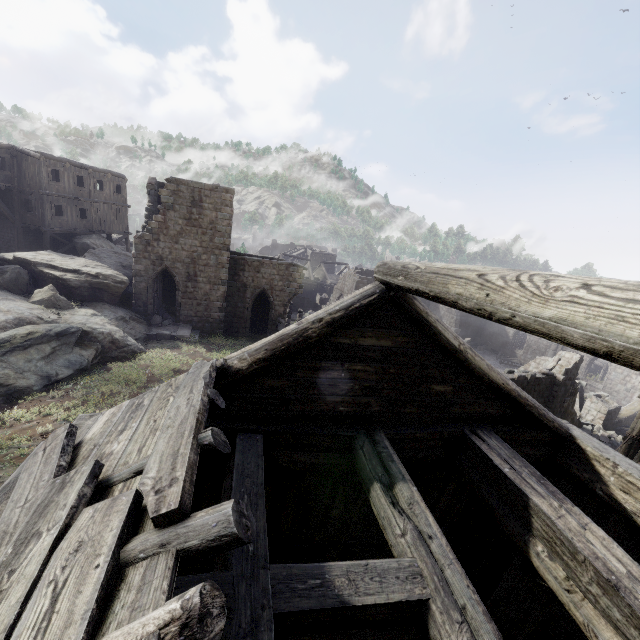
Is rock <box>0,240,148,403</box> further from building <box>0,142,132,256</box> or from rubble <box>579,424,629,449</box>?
rubble <box>579,424,629,449</box>

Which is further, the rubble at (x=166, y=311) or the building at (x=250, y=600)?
the rubble at (x=166, y=311)

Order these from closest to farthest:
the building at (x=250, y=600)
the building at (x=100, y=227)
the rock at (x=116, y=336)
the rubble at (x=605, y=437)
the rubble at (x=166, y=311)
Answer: the building at (x=250, y=600) < the rock at (x=116, y=336) < the rubble at (x=605, y=437) < the rubble at (x=166, y=311) < the building at (x=100, y=227)

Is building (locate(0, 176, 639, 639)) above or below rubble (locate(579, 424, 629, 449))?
above

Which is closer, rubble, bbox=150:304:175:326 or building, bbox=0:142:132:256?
rubble, bbox=150:304:175:326

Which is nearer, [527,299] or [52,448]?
[527,299]

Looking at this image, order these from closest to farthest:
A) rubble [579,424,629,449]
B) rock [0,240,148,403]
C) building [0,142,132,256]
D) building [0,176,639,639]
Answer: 1. building [0,176,639,639]
2. rock [0,240,148,403]
3. rubble [579,424,629,449]
4. building [0,142,132,256]
